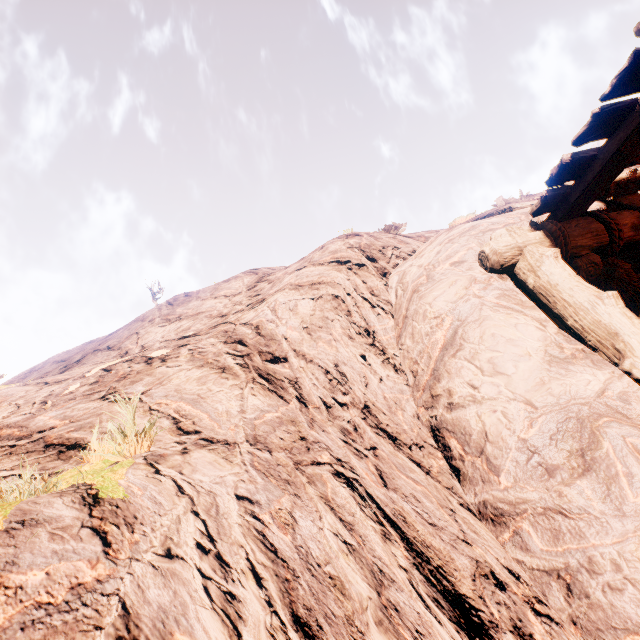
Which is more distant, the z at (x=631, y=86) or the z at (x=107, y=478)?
the z at (x=631, y=86)

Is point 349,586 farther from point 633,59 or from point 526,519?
point 633,59

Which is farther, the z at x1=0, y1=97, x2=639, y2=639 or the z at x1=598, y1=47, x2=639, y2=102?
the z at x1=598, y1=47, x2=639, y2=102
